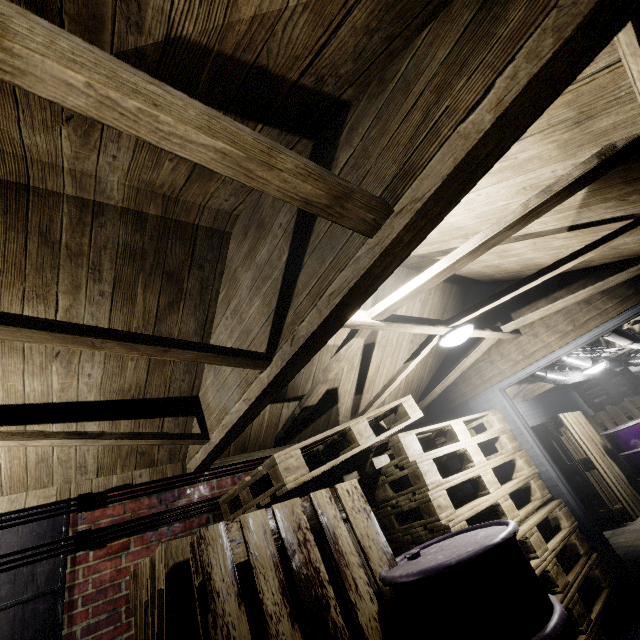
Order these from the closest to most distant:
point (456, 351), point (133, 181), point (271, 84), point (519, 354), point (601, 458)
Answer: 1. point (271, 84)
2. point (133, 181)
3. point (519, 354)
4. point (456, 351)
5. point (601, 458)

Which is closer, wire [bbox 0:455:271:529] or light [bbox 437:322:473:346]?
wire [bbox 0:455:271:529]

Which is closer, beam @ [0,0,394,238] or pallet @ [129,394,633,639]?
beam @ [0,0,394,238]

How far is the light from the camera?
2.69m

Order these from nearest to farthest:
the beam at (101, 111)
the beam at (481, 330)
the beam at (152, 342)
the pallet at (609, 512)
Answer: the beam at (101, 111) → the beam at (152, 342) → the beam at (481, 330) → the pallet at (609, 512)

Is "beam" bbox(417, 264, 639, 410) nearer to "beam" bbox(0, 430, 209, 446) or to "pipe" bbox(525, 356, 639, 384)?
"pipe" bbox(525, 356, 639, 384)

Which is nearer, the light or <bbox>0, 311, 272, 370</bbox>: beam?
<bbox>0, 311, 272, 370</bbox>: beam

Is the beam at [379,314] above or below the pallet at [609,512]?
above
